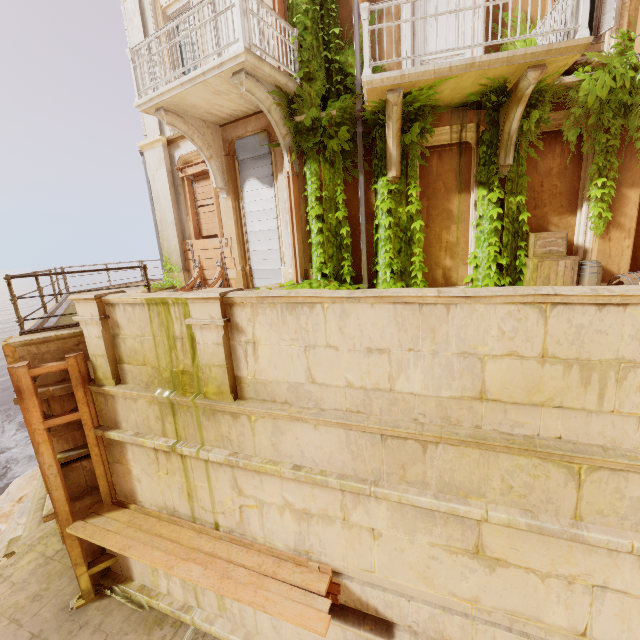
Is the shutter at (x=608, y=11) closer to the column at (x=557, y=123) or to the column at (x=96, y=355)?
the column at (x=557, y=123)

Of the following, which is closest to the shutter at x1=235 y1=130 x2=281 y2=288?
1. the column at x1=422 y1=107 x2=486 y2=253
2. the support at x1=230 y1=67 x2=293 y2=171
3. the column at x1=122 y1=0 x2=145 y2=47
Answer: the column at x1=122 y1=0 x2=145 y2=47

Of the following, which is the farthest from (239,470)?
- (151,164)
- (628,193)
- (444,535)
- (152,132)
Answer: (152,132)

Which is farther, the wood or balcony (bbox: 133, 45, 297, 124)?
the wood

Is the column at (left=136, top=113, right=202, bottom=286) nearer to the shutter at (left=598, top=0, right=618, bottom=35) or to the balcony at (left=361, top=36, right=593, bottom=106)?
the balcony at (left=361, top=36, right=593, bottom=106)

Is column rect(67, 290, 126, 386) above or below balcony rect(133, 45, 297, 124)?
below

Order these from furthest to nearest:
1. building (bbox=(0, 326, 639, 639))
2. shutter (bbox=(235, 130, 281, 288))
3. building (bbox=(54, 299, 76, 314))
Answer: shutter (bbox=(235, 130, 281, 288)), building (bbox=(54, 299, 76, 314)), building (bbox=(0, 326, 639, 639))

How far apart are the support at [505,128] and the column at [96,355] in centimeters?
782cm
